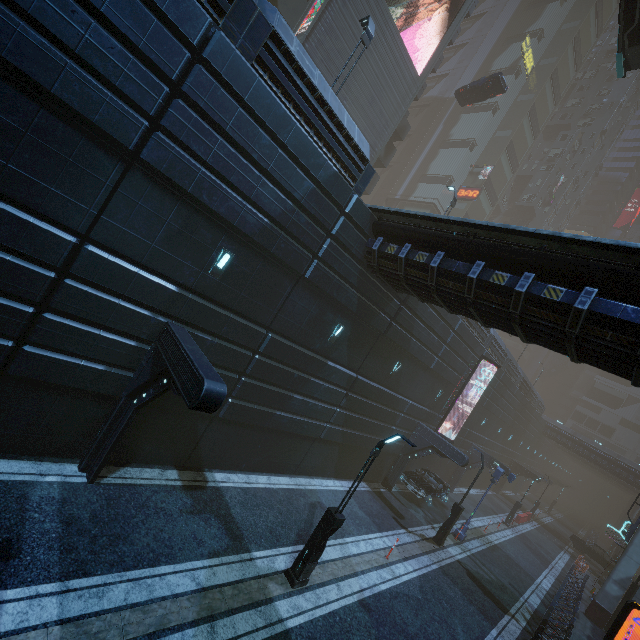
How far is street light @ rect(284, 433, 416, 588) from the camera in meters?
9.6

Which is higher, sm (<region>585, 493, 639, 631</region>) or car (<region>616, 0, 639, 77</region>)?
car (<region>616, 0, 639, 77</region>)

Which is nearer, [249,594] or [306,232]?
[249,594]

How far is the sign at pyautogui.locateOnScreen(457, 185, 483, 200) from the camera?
44.0 meters

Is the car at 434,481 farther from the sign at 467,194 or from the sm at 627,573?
the sign at 467,194

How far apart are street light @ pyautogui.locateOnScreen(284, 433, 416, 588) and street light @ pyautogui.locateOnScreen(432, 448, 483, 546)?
11.28m

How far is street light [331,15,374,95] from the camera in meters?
12.8 m

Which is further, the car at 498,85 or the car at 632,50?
the car at 498,85
